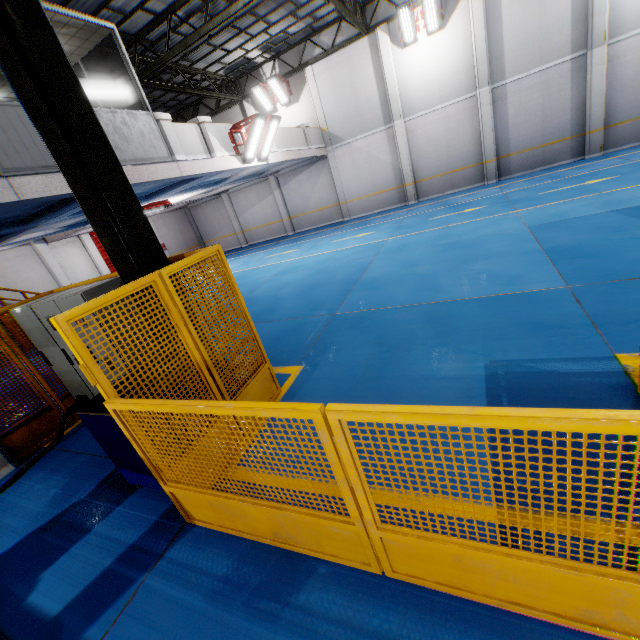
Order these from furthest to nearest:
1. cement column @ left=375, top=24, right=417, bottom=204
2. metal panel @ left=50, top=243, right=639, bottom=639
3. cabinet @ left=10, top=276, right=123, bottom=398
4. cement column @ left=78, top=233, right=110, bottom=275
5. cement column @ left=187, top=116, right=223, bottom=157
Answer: cement column @ left=78, top=233, right=110, bottom=275, cement column @ left=375, top=24, right=417, bottom=204, cement column @ left=187, top=116, right=223, bottom=157, cabinet @ left=10, top=276, right=123, bottom=398, metal panel @ left=50, top=243, right=639, bottom=639

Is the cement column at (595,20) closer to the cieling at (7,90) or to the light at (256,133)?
the light at (256,133)

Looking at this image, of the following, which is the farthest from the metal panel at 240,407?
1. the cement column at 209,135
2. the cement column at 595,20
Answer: the cement column at 595,20

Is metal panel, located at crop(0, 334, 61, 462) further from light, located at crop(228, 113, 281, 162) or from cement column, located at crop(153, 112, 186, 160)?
light, located at crop(228, 113, 281, 162)

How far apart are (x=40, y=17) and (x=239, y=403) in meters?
4.1

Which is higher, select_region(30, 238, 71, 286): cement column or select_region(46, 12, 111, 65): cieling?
select_region(46, 12, 111, 65): cieling

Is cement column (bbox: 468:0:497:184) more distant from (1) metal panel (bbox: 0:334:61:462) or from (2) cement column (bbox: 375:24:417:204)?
(1) metal panel (bbox: 0:334:61:462)

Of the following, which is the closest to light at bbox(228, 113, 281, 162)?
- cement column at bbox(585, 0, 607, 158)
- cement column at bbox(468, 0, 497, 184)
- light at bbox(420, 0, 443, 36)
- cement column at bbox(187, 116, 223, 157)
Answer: cement column at bbox(187, 116, 223, 157)
